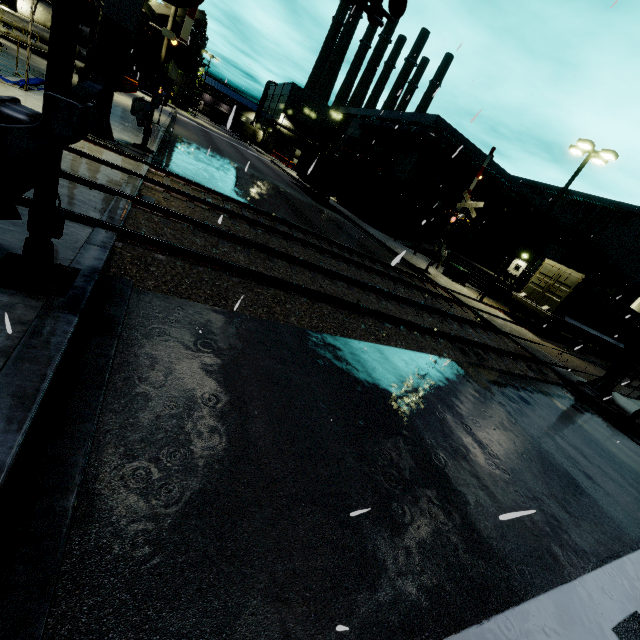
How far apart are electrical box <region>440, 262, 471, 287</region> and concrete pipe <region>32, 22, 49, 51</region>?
33.64m

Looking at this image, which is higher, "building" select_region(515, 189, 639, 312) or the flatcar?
"building" select_region(515, 189, 639, 312)

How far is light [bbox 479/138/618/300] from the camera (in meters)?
16.91

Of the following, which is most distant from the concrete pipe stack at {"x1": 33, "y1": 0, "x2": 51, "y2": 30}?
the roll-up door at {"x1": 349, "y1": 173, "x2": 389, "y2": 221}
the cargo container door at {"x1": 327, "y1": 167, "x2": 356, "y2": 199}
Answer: the roll-up door at {"x1": 349, "y1": 173, "x2": 389, "y2": 221}

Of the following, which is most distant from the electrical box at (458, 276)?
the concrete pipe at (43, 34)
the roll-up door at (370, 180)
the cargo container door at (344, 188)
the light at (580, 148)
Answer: the concrete pipe at (43, 34)

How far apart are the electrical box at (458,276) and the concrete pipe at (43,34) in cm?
3364

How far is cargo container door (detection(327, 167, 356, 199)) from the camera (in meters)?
27.95

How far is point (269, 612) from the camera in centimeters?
225cm
